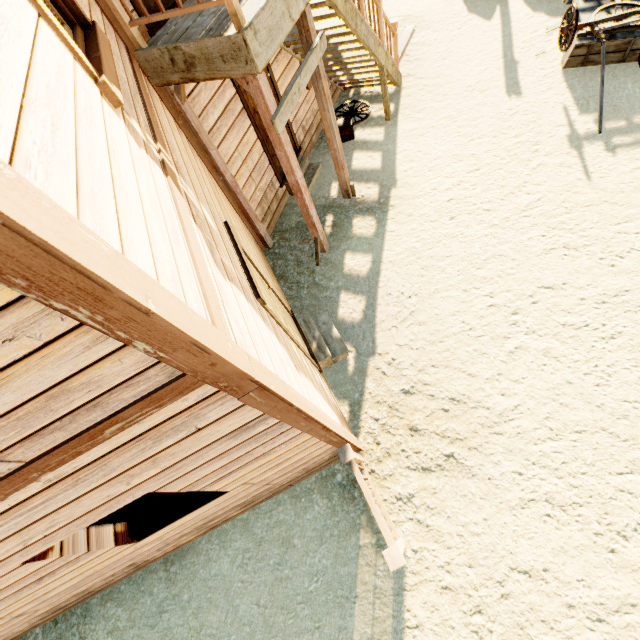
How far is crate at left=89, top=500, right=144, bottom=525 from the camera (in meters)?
4.16

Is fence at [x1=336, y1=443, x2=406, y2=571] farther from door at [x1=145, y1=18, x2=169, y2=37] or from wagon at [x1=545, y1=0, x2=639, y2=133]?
wagon at [x1=545, y1=0, x2=639, y2=133]

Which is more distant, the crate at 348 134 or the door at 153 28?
the crate at 348 134

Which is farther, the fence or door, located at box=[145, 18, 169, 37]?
door, located at box=[145, 18, 169, 37]

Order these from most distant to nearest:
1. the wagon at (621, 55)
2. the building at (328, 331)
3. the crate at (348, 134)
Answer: the crate at (348, 134) → the wagon at (621, 55) → the building at (328, 331)

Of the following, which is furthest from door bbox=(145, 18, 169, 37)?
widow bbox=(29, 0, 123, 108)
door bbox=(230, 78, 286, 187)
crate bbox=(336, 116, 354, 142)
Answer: crate bbox=(336, 116, 354, 142)

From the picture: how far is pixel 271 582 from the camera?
4.1 meters

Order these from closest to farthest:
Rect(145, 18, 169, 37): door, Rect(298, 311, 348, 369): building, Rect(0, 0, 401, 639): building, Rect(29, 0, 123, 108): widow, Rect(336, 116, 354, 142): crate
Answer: Rect(0, 0, 401, 639): building < Rect(29, 0, 123, 108): widow < Rect(145, 18, 169, 37): door < Rect(298, 311, 348, 369): building < Rect(336, 116, 354, 142): crate
